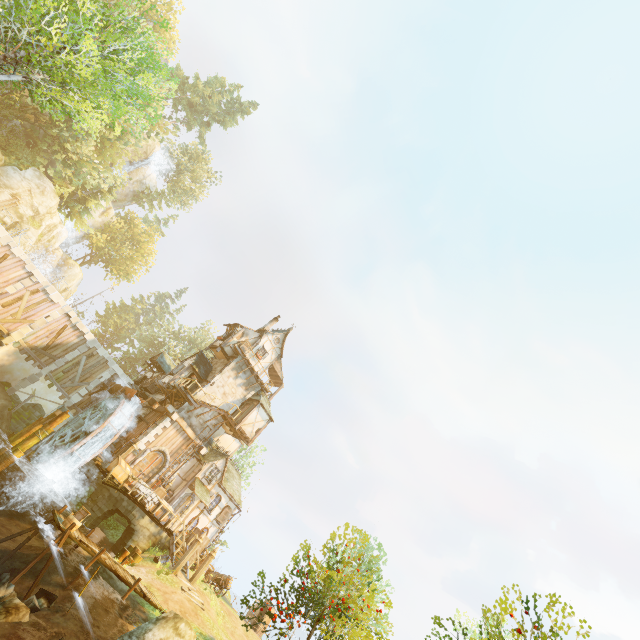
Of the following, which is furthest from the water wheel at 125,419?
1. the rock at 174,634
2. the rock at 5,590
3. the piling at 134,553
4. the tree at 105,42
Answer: the rock at 174,634

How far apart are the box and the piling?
3.72m

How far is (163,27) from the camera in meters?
12.5

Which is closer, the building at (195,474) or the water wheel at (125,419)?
the water wheel at (125,419)

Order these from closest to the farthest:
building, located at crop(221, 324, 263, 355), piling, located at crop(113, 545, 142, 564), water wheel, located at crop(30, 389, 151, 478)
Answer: piling, located at crop(113, 545, 142, 564) → water wheel, located at crop(30, 389, 151, 478) → building, located at crop(221, 324, 263, 355)

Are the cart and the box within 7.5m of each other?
no

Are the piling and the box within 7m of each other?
yes

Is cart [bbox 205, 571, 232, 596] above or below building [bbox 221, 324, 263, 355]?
below
